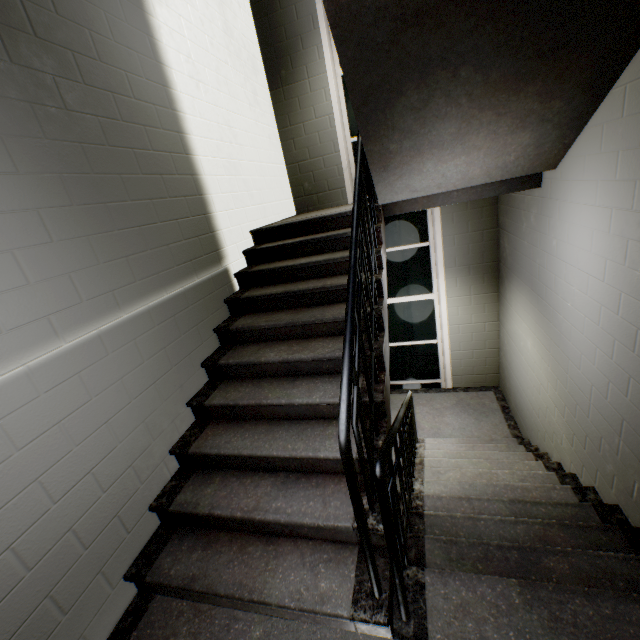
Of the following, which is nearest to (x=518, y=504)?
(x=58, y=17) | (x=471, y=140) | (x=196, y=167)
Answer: (x=471, y=140)
